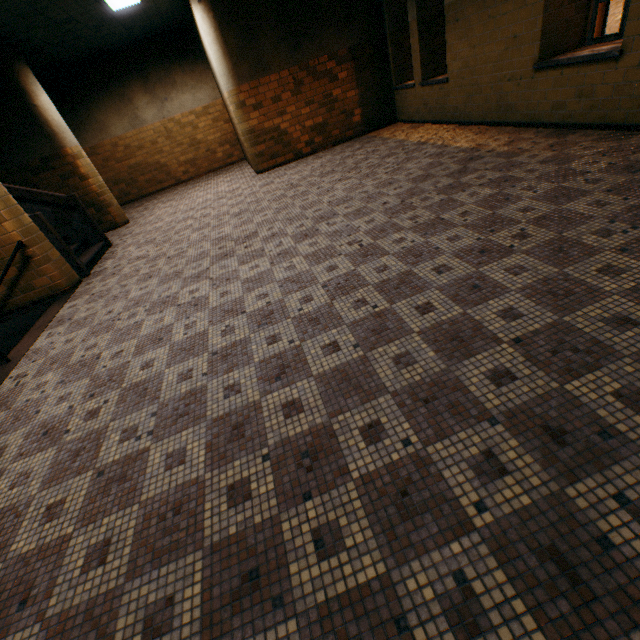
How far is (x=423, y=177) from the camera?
4.9 meters

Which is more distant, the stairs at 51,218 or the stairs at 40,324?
the stairs at 51,218

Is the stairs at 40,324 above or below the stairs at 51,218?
below

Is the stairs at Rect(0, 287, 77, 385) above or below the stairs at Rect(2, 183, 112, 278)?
below

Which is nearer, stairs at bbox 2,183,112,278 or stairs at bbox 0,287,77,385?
stairs at bbox 0,287,77,385
